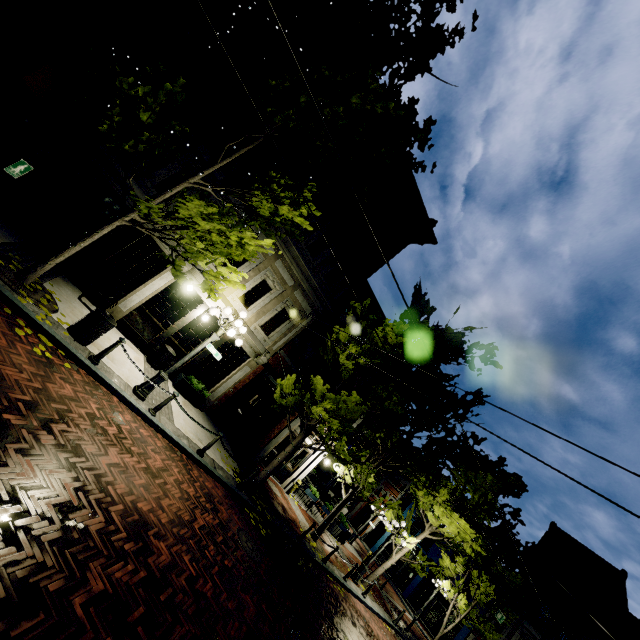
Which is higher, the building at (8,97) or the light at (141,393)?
the building at (8,97)

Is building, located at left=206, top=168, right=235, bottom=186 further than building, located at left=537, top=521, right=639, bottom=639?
No

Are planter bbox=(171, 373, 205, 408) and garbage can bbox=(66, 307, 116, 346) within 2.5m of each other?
no

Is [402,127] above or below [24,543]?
above

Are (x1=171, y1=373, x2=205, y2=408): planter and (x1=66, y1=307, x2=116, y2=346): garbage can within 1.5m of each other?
no

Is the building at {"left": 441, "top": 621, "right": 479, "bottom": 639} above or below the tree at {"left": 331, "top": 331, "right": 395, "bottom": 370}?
below

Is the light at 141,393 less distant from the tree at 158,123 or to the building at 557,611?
the tree at 158,123

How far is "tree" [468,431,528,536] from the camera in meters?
16.0 m
